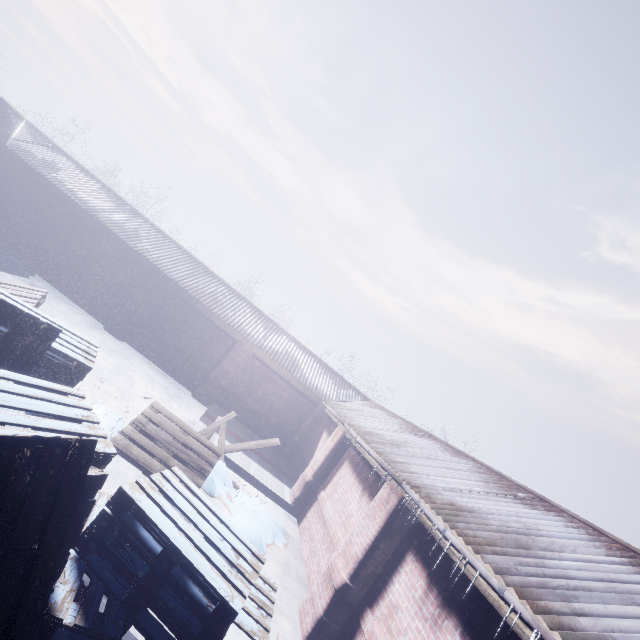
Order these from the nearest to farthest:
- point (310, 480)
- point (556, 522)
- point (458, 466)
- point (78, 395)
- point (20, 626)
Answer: point (20, 626) < point (78, 395) < point (556, 522) < point (458, 466) < point (310, 480)
